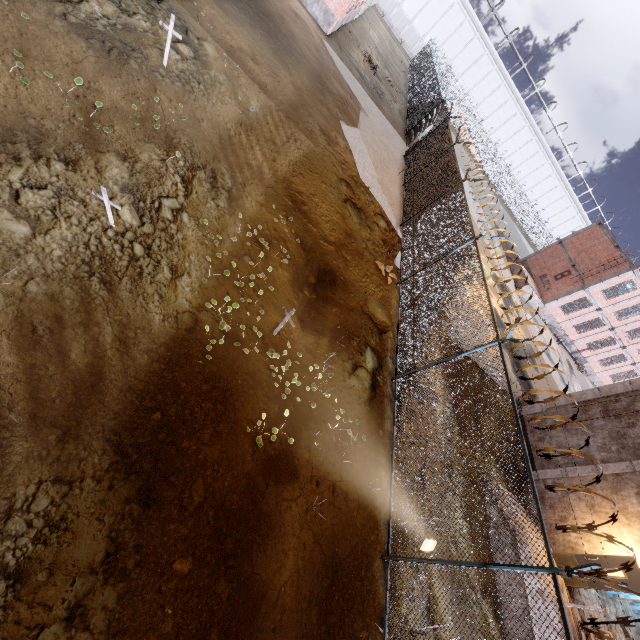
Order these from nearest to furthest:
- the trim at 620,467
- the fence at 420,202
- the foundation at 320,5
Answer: the fence at 420,202 → the trim at 620,467 → the foundation at 320,5

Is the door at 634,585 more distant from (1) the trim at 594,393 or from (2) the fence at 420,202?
(2) the fence at 420,202

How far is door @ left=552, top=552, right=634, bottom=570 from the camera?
9.7 meters

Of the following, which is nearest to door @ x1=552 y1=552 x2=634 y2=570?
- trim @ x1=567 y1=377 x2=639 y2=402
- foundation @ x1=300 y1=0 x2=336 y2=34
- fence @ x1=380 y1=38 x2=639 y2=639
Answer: trim @ x1=567 y1=377 x2=639 y2=402

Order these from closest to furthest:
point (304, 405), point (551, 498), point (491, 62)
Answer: point (304, 405), point (551, 498), point (491, 62)

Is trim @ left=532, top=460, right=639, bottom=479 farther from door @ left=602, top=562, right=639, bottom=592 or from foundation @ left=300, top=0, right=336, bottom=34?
foundation @ left=300, top=0, right=336, bottom=34

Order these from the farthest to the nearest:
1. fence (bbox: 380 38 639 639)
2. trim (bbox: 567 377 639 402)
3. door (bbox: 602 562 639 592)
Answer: trim (bbox: 567 377 639 402), door (bbox: 602 562 639 592), fence (bbox: 380 38 639 639)

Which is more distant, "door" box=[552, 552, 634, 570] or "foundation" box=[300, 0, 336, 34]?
"foundation" box=[300, 0, 336, 34]
